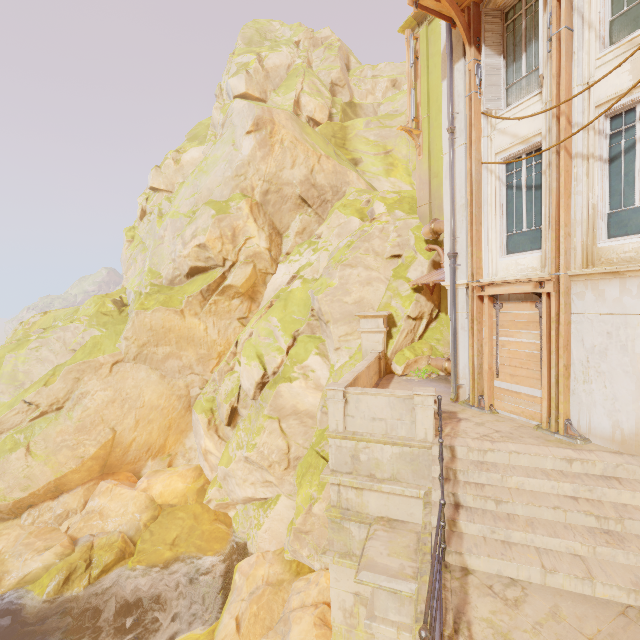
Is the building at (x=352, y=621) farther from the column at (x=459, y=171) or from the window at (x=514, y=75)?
the window at (x=514, y=75)

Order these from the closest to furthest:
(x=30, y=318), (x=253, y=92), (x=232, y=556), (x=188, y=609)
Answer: (x=188, y=609), (x=232, y=556), (x=30, y=318), (x=253, y=92)

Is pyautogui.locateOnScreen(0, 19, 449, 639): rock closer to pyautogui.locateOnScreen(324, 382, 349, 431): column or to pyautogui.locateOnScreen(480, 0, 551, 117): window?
pyautogui.locateOnScreen(324, 382, 349, 431): column

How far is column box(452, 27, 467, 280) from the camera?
9.0 meters

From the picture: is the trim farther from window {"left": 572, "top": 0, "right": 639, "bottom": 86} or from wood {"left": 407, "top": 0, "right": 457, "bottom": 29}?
window {"left": 572, "top": 0, "right": 639, "bottom": 86}

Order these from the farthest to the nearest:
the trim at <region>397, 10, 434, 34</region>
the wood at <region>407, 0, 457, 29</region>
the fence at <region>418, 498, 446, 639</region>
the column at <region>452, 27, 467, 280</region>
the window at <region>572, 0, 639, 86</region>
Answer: the trim at <region>397, 10, 434, 34</region>
the column at <region>452, 27, 467, 280</region>
the wood at <region>407, 0, 457, 29</region>
the window at <region>572, 0, 639, 86</region>
the fence at <region>418, 498, 446, 639</region>

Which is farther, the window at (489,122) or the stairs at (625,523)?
the window at (489,122)

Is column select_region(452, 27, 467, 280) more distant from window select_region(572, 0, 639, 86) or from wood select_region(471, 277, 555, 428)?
window select_region(572, 0, 639, 86)
